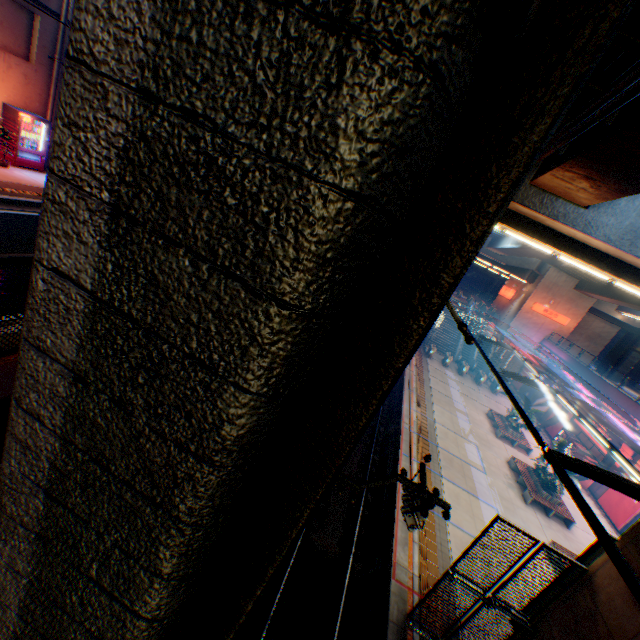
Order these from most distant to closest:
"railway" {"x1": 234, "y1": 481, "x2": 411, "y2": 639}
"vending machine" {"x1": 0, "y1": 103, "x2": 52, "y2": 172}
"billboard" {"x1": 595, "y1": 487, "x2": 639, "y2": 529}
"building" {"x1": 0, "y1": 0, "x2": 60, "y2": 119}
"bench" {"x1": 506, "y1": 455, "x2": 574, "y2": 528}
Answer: "billboard" {"x1": 595, "y1": 487, "x2": 639, "y2": 529} < "bench" {"x1": 506, "y1": 455, "x2": 574, "y2": 528} < "vending machine" {"x1": 0, "y1": 103, "x2": 52, "y2": 172} < "building" {"x1": 0, "y1": 0, "x2": 60, "y2": 119} < "railway" {"x1": 234, "y1": 481, "x2": 411, "y2": 639}

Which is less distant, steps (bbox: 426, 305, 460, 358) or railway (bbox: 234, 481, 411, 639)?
railway (bbox: 234, 481, 411, 639)

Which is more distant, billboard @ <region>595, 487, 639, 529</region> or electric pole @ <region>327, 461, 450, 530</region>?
billboard @ <region>595, 487, 639, 529</region>

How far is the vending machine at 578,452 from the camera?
24.2 meters

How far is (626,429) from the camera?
15.1 meters

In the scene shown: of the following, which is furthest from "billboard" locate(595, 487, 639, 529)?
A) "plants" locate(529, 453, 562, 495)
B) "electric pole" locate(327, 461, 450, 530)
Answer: "electric pole" locate(327, 461, 450, 530)

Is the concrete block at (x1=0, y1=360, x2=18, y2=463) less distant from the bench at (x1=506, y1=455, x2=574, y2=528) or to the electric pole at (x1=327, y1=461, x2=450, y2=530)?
the electric pole at (x1=327, y1=461, x2=450, y2=530)

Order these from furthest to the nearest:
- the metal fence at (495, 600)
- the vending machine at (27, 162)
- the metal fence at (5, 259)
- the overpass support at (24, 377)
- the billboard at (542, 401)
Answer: the billboard at (542, 401)
the vending machine at (27, 162)
the metal fence at (495, 600)
the metal fence at (5, 259)
the overpass support at (24, 377)
